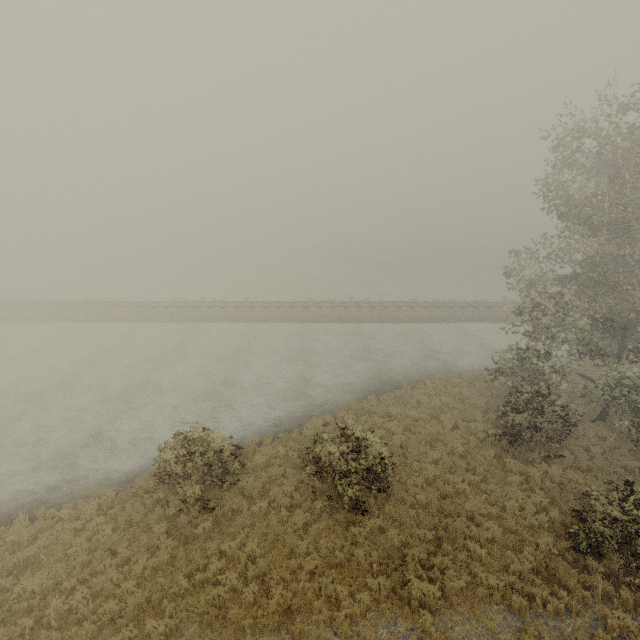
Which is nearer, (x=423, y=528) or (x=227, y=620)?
(x=227, y=620)
